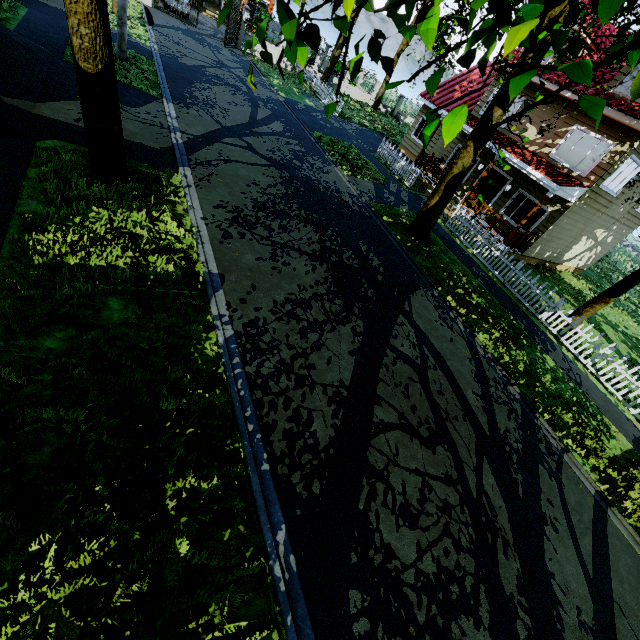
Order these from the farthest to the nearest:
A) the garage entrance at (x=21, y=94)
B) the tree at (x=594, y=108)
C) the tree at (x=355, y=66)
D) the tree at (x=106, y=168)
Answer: the garage entrance at (x=21, y=94)
the tree at (x=106, y=168)
the tree at (x=355, y=66)
the tree at (x=594, y=108)

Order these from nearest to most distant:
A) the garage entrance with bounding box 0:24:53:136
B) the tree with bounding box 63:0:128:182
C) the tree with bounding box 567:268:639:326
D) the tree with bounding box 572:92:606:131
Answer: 1. the tree with bounding box 572:92:606:131
2. the tree with bounding box 63:0:128:182
3. the garage entrance with bounding box 0:24:53:136
4. the tree with bounding box 567:268:639:326

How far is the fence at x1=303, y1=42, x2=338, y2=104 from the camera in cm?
2348

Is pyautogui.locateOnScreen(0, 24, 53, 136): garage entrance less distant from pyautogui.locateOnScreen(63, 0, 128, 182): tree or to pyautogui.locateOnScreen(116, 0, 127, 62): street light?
pyautogui.locateOnScreen(63, 0, 128, 182): tree

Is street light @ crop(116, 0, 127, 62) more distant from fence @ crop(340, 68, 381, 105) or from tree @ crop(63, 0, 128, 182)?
fence @ crop(340, 68, 381, 105)

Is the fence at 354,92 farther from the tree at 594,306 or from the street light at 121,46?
the street light at 121,46

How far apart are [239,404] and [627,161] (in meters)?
17.77

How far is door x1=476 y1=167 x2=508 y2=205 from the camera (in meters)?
16.45
